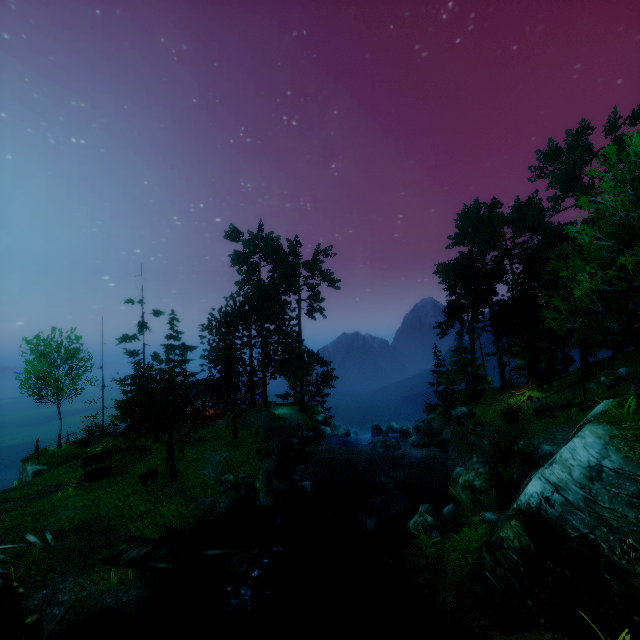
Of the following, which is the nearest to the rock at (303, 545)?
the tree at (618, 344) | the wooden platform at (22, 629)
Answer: the tree at (618, 344)

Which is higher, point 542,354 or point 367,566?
point 542,354

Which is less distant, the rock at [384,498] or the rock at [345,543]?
the rock at [384,498]

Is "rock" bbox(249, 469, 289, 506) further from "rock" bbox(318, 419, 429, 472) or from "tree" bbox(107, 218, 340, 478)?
"rock" bbox(318, 419, 429, 472)

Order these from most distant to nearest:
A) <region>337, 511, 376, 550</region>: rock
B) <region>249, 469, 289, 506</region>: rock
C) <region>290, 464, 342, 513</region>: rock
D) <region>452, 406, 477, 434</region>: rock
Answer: <region>452, 406, 477, 434</region>: rock
<region>290, 464, 342, 513</region>: rock
<region>249, 469, 289, 506</region>: rock
<region>337, 511, 376, 550</region>: rock

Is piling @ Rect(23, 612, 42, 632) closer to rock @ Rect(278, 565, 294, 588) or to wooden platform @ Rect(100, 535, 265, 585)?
wooden platform @ Rect(100, 535, 265, 585)

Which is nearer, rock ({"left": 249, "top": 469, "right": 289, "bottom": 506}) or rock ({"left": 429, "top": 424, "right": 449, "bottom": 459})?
rock ({"left": 249, "top": 469, "right": 289, "bottom": 506})

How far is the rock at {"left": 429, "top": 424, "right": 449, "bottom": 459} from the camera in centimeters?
2711cm
